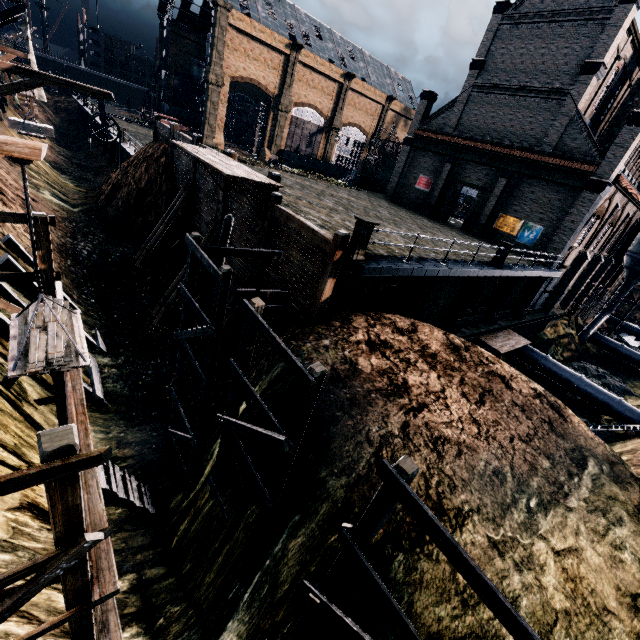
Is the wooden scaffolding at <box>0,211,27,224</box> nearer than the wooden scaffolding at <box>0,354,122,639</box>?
No

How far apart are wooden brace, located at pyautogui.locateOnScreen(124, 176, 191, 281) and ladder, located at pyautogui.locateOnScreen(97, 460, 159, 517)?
14.33m

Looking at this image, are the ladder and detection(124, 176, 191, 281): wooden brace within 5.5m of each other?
no

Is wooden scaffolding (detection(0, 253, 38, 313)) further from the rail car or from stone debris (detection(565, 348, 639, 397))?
the rail car

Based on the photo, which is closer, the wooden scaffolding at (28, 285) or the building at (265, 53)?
the wooden scaffolding at (28, 285)

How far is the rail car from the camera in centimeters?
5163cm

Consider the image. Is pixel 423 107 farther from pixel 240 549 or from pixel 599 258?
pixel 240 549

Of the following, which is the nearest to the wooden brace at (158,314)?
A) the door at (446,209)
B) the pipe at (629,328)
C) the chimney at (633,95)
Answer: the door at (446,209)
